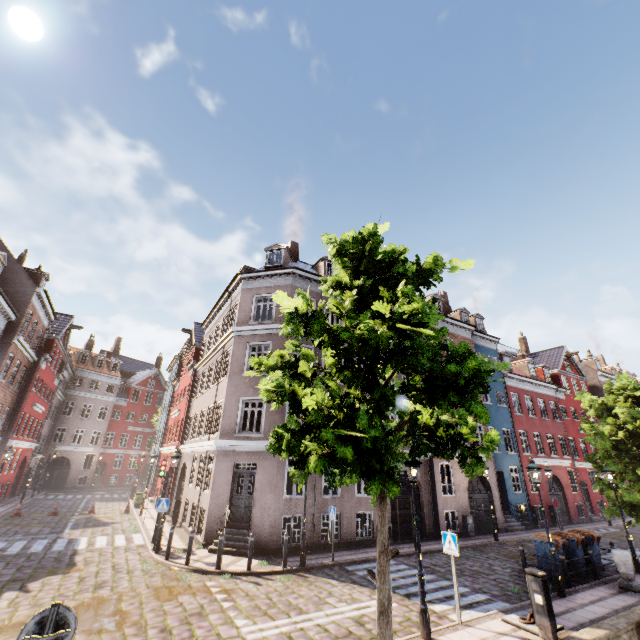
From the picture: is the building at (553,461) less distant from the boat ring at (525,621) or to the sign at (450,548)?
the sign at (450,548)

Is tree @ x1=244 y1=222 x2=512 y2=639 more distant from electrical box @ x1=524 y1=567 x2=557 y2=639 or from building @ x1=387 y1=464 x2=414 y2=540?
building @ x1=387 y1=464 x2=414 y2=540

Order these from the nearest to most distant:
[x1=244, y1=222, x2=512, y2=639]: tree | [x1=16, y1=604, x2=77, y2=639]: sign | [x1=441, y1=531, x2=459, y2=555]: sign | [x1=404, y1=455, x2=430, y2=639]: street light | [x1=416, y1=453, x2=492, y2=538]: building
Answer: [x1=16, y1=604, x2=77, y2=639]: sign → [x1=244, y1=222, x2=512, y2=639]: tree → [x1=404, y1=455, x2=430, y2=639]: street light → [x1=441, y1=531, x2=459, y2=555]: sign → [x1=416, y1=453, x2=492, y2=538]: building

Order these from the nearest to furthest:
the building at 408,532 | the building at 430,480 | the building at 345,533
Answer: the building at 345,533
the building at 408,532
the building at 430,480

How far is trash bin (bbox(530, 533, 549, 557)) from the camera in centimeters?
1174cm

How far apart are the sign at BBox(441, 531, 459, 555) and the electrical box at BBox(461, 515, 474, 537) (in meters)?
12.13

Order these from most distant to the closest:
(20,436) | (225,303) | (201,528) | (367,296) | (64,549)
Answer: (20,436) → (225,303) → (201,528) → (64,549) → (367,296)

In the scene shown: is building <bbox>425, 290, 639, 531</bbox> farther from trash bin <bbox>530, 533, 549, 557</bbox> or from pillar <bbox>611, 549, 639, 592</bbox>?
pillar <bbox>611, 549, 639, 592</bbox>
